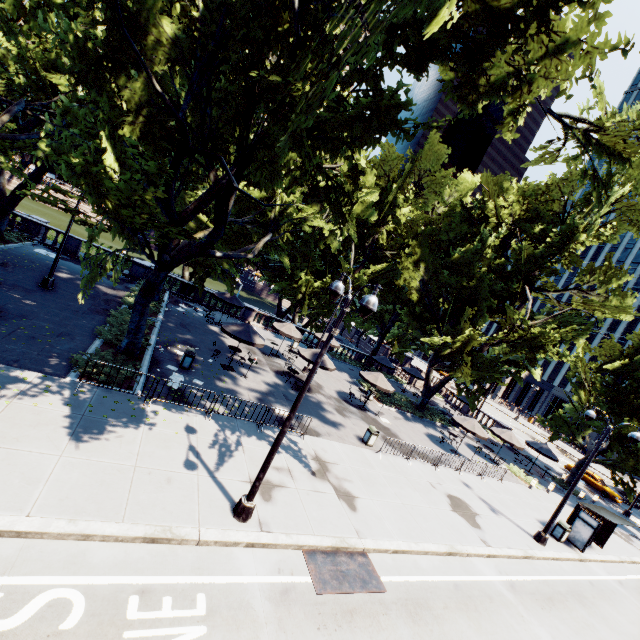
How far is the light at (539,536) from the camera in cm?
1561

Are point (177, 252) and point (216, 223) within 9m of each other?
yes

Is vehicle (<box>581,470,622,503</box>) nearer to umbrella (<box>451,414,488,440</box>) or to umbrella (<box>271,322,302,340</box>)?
umbrella (<box>451,414,488,440</box>)

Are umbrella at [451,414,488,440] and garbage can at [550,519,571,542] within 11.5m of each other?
yes

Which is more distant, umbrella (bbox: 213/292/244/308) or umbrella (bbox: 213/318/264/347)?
umbrella (bbox: 213/292/244/308)

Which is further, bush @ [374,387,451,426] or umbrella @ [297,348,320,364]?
bush @ [374,387,451,426]

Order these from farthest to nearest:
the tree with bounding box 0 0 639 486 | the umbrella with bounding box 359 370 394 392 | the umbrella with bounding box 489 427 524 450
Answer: the umbrella with bounding box 489 427 524 450 < the umbrella with bounding box 359 370 394 392 < the tree with bounding box 0 0 639 486

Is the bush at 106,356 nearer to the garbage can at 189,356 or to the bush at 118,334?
the bush at 118,334
